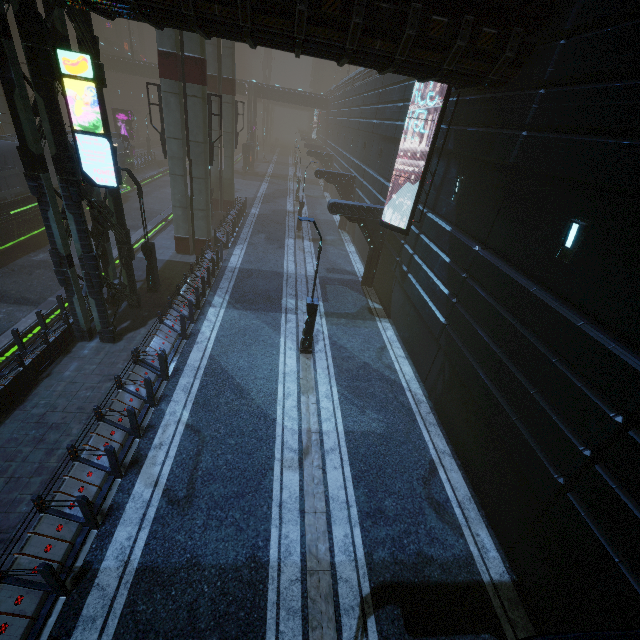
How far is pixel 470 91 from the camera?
11.2m

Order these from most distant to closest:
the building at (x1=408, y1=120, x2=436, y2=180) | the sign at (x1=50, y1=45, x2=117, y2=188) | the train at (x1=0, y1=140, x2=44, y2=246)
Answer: the train at (x1=0, y1=140, x2=44, y2=246) < the building at (x1=408, y1=120, x2=436, y2=180) < the sign at (x1=50, y1=45, x2=117, y2=188)

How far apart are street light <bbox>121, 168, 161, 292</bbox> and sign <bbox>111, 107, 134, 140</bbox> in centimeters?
3519cm

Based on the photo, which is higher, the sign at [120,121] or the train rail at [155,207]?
the sign at [120,121]

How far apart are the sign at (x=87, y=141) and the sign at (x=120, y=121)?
39.77m

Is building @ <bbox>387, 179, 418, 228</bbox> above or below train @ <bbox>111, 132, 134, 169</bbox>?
above

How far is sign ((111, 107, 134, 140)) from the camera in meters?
39.1 m

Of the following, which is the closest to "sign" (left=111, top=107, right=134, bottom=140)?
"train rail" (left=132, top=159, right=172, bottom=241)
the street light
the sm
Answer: "train rail" (left=132, top=159, right=172, bottom=241)
